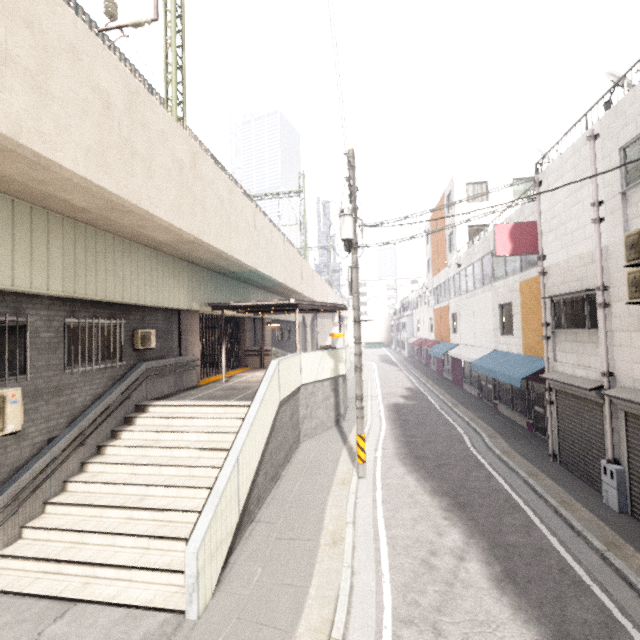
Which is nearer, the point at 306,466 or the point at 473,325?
the point at 306,466

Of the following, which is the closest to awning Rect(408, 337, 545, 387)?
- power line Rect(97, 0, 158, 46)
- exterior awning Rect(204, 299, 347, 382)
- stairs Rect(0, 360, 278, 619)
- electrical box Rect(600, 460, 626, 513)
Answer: electrical box Rect(600, 460, 626, 513)

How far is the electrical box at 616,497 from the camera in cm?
706

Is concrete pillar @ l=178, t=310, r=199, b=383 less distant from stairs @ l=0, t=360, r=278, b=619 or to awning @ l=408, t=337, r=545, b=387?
stairs @ l=0, t=360, r=278, b=619

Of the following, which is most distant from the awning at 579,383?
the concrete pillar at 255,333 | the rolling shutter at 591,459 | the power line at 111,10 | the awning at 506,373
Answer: the concrete pillar at 255,333

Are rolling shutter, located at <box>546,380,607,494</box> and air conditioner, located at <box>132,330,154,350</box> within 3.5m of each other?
no

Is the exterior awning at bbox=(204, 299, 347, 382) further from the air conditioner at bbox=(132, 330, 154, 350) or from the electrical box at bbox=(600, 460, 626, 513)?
the electrical box at bbox=(600, 460, 626, 513)

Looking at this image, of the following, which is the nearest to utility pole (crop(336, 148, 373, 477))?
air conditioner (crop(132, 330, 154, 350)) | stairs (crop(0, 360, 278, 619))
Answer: stairs (crop(0, 360, 278, 619))
